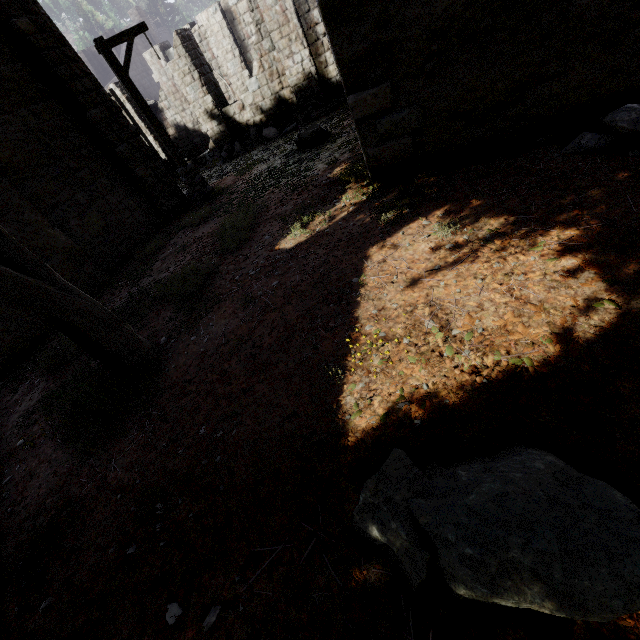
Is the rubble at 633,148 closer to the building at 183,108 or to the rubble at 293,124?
the building at 183,108

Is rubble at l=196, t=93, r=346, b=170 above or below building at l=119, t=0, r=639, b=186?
below

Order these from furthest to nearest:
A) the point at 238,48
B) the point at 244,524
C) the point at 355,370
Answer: the point at 238,48 < the point at 355,370 < the point at 244,524

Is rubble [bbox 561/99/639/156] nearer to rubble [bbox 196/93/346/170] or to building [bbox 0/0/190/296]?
building [bbox 0/0/190/296]

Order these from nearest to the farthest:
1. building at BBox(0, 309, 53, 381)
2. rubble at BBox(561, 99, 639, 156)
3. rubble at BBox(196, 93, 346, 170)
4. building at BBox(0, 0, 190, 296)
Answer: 1. rubble at BBox(561, 99, 639, 156)
2. building at BBox(0, 309, 53, 381)
3. building at BBox(0, 0, 190, 296)
4. rubble at BBox(196, 93, 346, 170)

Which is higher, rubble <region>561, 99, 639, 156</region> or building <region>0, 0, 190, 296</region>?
building <region>0, 0, 190, 296</region>
